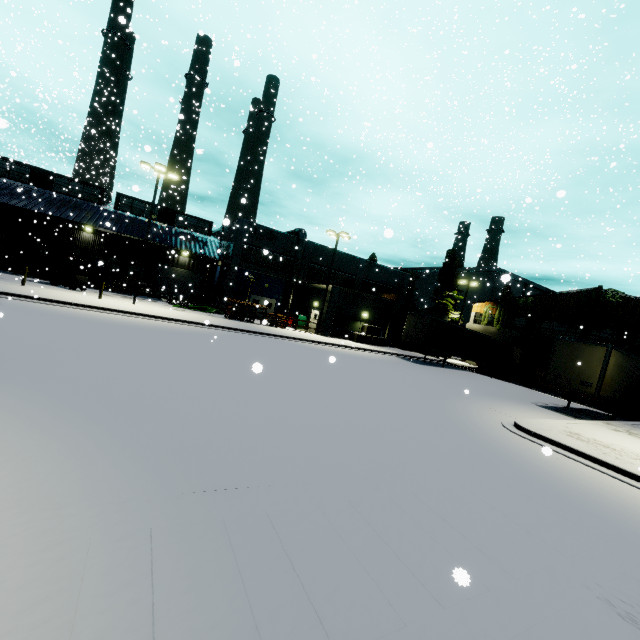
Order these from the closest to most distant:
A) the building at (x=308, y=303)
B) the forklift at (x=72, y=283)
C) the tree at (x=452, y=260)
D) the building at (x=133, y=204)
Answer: the forklift at (x=72, y=283), the building at (x=133, y=204), the building at (x=308, y=303), the tree at (x=452, y=260)

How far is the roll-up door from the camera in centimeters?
3744cm

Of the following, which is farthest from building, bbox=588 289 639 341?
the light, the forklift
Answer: the light

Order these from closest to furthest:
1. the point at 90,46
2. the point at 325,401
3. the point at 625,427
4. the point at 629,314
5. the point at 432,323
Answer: the point at 325,401
the point at 625,427
the point at 90,46
the point at 432,323
the point at 629,314

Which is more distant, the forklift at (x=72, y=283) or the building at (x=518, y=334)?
the building at (x=518, y=334)

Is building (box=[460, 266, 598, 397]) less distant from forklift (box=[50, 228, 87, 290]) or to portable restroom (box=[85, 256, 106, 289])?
portable restroom (box=[85, 256, 106, 289])

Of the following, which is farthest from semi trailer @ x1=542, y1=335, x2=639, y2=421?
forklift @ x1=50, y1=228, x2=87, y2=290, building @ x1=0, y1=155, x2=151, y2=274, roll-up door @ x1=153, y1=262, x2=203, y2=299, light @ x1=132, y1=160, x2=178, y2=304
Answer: roll-up door @ x1=153, y1=262, x2=203, y2=299

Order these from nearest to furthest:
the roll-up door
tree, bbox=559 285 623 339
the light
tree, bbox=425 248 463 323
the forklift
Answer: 1. the light
2. the forklift
3. tree, bbox=559 285 623 339
4. the roll-up door
5. tree, bbox=425 248 463 323
